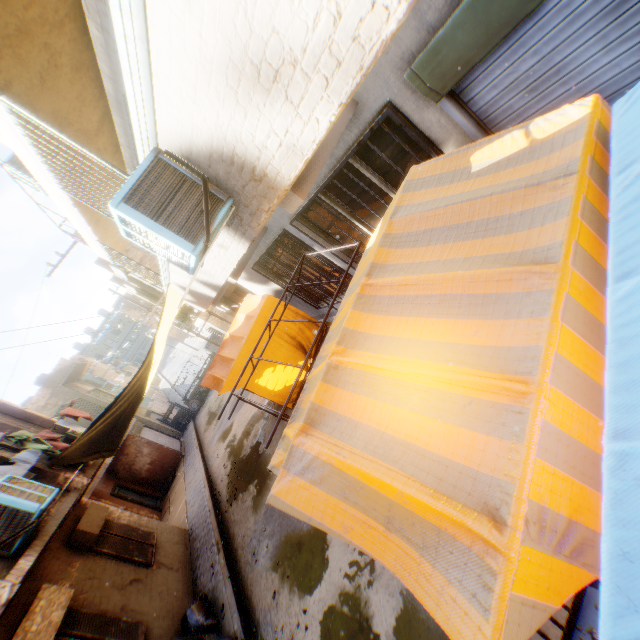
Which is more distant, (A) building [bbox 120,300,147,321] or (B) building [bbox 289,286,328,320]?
(A) building [bbox 120,300,147,321]

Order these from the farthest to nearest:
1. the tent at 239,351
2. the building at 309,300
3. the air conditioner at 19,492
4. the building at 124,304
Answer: the building at 124,304 → the building at 309,300 → the tent at 239,351 → the air conditioner at 19,492

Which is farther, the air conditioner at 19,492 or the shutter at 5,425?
the shutter at 5,425

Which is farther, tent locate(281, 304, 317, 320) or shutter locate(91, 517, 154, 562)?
tent locate(281, 304, 317, 320)

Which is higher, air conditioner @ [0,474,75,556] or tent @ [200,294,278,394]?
air conditioner @ [0,474,75,556]

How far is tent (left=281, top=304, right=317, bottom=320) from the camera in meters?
9.5 m

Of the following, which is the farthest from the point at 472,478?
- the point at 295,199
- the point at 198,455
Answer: the point at 198,455

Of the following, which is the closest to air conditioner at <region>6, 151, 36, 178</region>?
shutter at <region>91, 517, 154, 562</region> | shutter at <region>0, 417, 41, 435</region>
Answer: shutter at <region>0, 417, 41, 435</region>
